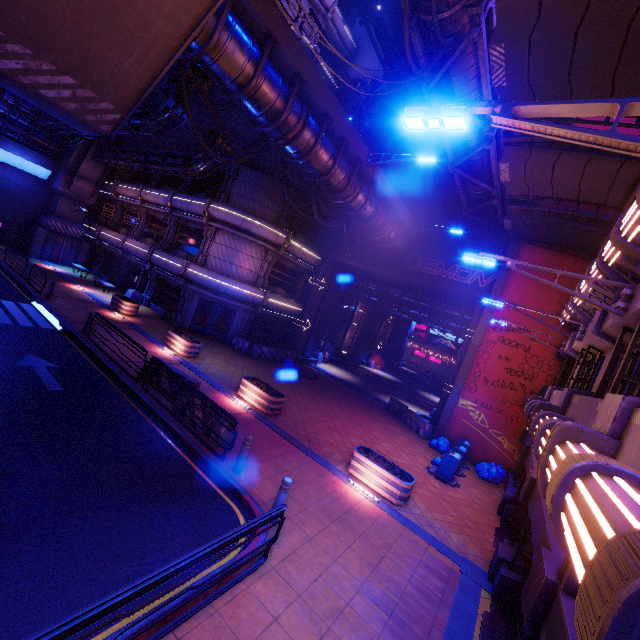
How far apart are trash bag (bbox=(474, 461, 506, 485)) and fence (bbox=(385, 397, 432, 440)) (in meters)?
2.82

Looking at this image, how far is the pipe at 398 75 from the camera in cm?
2103

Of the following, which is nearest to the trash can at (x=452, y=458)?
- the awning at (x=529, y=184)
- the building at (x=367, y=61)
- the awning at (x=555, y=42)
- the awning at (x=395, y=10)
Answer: the awning at (x=529, y=184)

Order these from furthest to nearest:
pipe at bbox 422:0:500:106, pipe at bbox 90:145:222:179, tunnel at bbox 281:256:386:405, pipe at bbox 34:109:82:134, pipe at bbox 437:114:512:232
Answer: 1. tunnel at bbox 281:256:386:405
2. pipe at bbox 34:109:82:134
3. pipe at bbox 90:145:222:179
4. pipe at bbox 437:114:512:232
5. pipe at bbox 422:0:500:106

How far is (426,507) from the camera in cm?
1097

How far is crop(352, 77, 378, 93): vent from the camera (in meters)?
30.34

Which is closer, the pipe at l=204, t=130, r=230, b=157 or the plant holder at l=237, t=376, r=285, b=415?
the plant holder at l=237, t=376, r=285, b=415

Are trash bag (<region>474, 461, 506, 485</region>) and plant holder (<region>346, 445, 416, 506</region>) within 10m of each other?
yes
